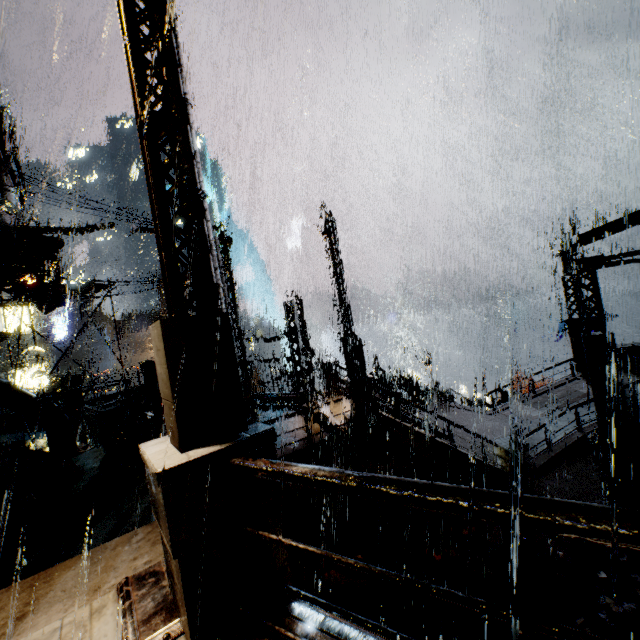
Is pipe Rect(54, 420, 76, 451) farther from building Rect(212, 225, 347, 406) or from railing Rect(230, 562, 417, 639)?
railing Rect(230, 562, 417, 639)

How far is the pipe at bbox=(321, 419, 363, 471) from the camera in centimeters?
971cm

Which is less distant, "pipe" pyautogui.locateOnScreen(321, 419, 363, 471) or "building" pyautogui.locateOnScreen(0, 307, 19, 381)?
"pipe" pyautogui.locateOnScreen(321, 419, 363, 471)

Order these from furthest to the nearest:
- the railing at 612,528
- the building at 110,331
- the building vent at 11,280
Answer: the building at 110,331
the building vent at 11,280
the railing at 612,528

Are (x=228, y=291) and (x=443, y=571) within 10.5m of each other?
no

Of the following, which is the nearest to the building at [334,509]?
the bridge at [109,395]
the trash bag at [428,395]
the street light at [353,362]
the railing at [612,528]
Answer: the bridge at [109,395]

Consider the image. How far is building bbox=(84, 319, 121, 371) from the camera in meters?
40.2 m

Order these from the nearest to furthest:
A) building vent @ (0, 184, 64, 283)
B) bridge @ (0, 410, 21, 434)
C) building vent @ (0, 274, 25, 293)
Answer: building vent @ (0, 184, 64, 283) → building vent @ (0, 274, 25, 293) → bridge @ (0, 410, 21, 434)
